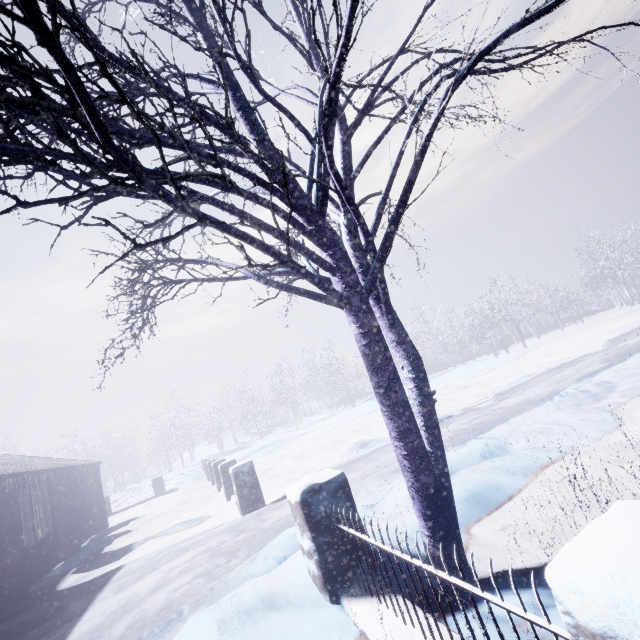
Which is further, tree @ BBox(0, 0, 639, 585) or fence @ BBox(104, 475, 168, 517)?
fence @ BBox(104, 475, 168, 517)

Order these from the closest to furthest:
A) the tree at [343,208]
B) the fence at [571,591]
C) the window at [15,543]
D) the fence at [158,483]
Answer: the fence at [571,591] → the tree at [343,208] → the window at [15,543] → the fence at [158,483]

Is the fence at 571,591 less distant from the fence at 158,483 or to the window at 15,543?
the window at 15,543

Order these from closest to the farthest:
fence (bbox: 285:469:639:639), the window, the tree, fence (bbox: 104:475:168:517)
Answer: fence (bbox: 285:469:639:639) → the tree → the window → fence (bbox: 104:475:168:517)

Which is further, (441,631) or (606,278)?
(606,278)

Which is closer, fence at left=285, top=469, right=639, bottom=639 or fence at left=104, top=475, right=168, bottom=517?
fence at left=285, top=469, right=639, bottom=639

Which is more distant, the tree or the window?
the window

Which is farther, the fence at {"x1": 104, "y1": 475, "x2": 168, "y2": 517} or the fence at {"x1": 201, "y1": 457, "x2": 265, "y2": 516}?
the fence at {"x1": 104, "y1": 475, "x2": 168, "y2": 517}
